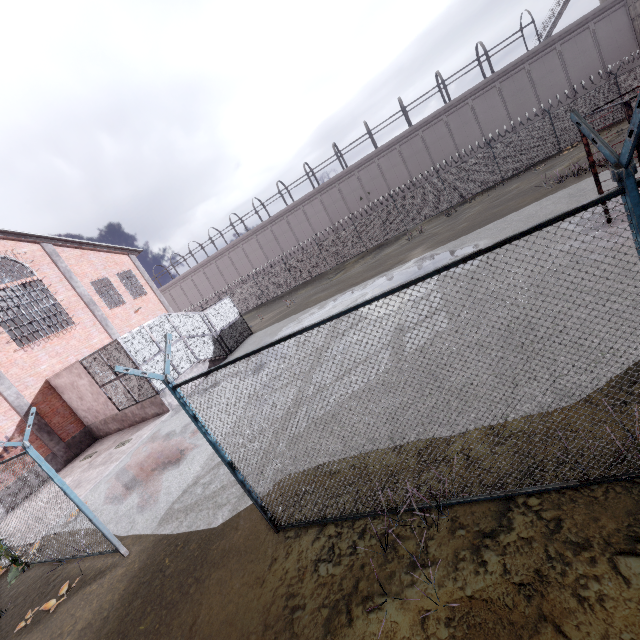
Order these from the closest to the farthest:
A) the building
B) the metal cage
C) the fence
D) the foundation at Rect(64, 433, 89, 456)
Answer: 1. the fence
2. the metal cage
3. the foundation at Rect(64, 433, 89, 456)
4. the building

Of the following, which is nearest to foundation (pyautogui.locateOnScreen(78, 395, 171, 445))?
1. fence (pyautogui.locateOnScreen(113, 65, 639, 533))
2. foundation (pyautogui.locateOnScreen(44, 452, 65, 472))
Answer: foundation (pyautogui.locateOnScreen(44, 452, 65, 472))

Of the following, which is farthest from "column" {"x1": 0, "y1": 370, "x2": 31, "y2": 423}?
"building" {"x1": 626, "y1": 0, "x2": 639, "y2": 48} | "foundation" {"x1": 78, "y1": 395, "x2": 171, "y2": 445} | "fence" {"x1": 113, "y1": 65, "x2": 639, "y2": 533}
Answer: "building" {"x1": 626, "y1": 0, "x2": 639, "y2": 48}

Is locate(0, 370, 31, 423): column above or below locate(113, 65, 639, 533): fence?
above

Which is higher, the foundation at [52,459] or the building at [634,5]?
the building at [634,5]

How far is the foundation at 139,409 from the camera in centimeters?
1478cm

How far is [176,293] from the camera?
48.72m

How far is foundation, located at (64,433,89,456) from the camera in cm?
1599
